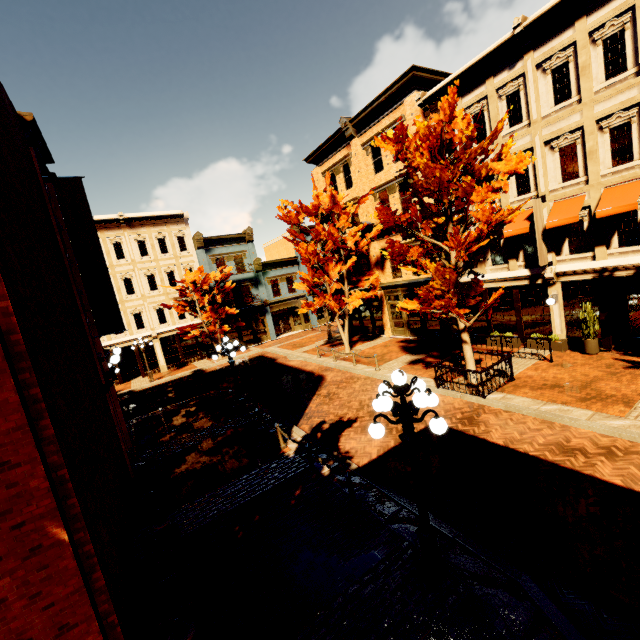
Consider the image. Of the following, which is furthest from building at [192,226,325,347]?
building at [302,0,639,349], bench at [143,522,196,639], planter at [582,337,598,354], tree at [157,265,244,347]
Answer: bench at [143,522,196,639]

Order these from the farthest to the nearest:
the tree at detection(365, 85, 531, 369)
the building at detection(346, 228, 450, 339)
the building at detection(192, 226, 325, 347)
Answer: the building at detection(192, 226, 325, 347), the building at detection(346, 228, 450, 339), the tree at detection(365, 85, 531, 369)

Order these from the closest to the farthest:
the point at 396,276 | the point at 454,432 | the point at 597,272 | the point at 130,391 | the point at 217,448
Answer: the point at 454,432
the point at 217,448
the point at 597,272
the point at 396,276
the point at 130,391

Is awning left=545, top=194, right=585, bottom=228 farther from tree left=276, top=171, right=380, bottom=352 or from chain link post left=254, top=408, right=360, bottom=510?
chain link post left=254, top=408, right=360, bottom=510

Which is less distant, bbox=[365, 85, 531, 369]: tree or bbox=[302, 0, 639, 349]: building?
bbox=[365, 85, 531, 369]: tree

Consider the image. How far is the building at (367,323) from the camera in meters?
20.7 m

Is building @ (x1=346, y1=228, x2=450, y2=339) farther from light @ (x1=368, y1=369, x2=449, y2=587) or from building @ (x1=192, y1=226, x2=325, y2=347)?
light @ (x1=368, y1=369, x2=449, y2=587)

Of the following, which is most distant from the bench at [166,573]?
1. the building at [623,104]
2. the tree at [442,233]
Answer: the tree at [442,233]
